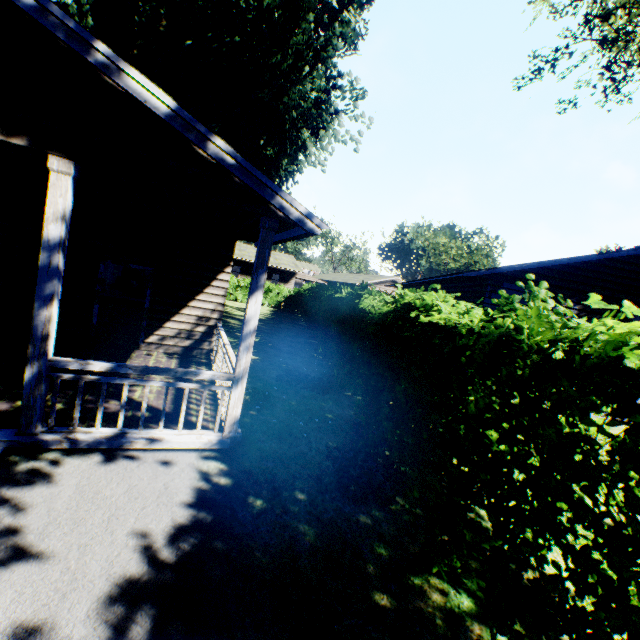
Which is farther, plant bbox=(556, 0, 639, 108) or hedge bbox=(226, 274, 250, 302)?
hedge bbox=(226, 274, 250, 302)

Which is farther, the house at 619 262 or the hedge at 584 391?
the house at 619 262

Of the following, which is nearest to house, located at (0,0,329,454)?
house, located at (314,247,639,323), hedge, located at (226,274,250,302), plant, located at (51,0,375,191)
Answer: plant, located at (51,0,375,191)

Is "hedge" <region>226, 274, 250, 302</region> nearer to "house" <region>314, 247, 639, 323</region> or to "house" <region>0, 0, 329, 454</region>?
"house" <region>0, 0, 329, 454</region>

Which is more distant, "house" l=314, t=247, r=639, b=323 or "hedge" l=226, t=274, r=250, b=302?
"hedge" l=226, t=274, r=250, b=302

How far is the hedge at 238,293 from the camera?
29.6m

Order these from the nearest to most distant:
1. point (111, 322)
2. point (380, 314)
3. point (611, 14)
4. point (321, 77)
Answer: point (380, 314) < point (611, 14) < point (111, 322) < point (321, 77)

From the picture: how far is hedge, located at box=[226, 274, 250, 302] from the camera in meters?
29.6 m
